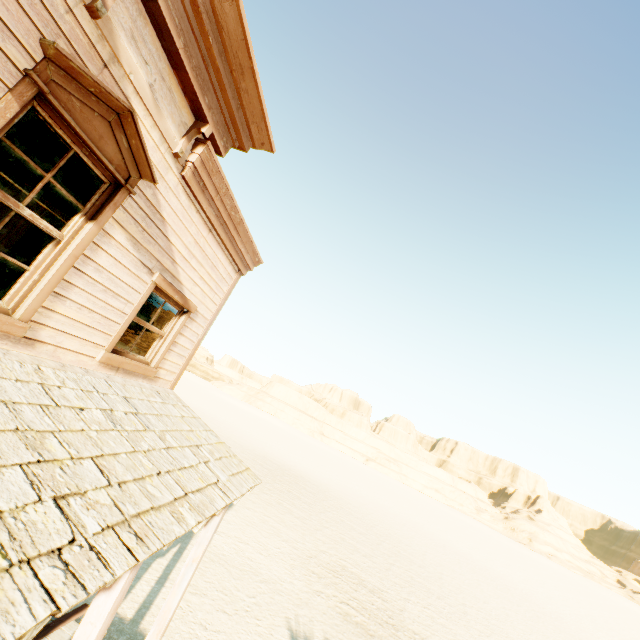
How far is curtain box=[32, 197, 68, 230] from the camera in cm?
304

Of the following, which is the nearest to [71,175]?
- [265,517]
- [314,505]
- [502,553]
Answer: [265,517]

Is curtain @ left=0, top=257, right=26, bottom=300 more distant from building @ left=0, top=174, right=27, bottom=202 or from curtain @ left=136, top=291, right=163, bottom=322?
curtain @ left=136, top=291, right=163, bottom=322

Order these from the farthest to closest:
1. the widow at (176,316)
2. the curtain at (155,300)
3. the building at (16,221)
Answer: the building at (16,221) < the curtain at (155,300) < the widow at (176,316)

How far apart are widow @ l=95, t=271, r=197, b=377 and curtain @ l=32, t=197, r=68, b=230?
1.16m

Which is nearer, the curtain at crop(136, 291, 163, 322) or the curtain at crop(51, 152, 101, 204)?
the curtain at crop(51, 152, 101, 204)

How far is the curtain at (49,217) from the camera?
3.04m

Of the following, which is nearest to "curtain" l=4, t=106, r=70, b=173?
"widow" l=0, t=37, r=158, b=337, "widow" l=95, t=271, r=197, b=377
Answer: "widow" l=0, t=37, r=158, b=337
